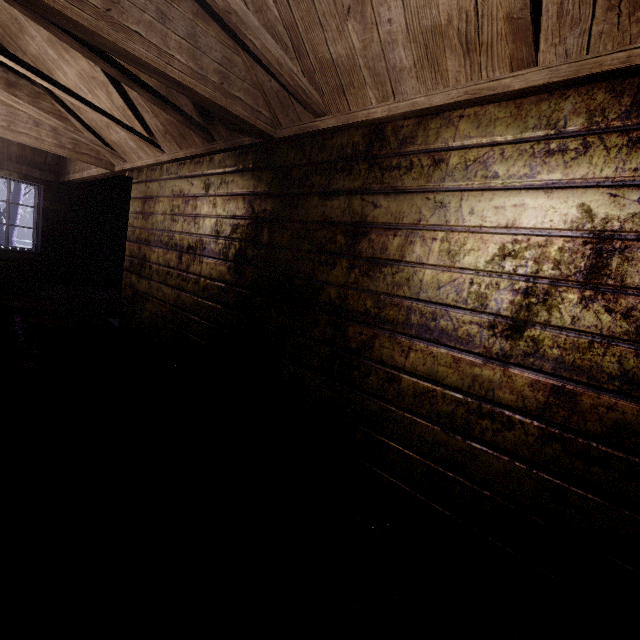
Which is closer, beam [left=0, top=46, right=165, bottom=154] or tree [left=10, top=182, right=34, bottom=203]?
beam [left=0, top=46, right=165, bottom=154]

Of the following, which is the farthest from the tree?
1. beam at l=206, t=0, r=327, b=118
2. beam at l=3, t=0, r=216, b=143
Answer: beam at l=206, t=0, r=327, b=118

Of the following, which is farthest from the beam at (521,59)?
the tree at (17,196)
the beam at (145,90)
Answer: the tree at (17,196)

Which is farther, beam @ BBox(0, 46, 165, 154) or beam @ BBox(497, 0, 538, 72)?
beam @ BBox(0, 46, 165, 154)

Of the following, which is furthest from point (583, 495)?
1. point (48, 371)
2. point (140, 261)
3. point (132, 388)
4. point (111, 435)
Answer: point (140, 261)

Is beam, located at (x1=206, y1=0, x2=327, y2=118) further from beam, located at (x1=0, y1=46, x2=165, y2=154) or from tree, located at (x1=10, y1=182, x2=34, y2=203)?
tree, located at (x1=10, y1=182, x2=34, y2=203)

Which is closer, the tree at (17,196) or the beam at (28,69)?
the beam at (28,69)
